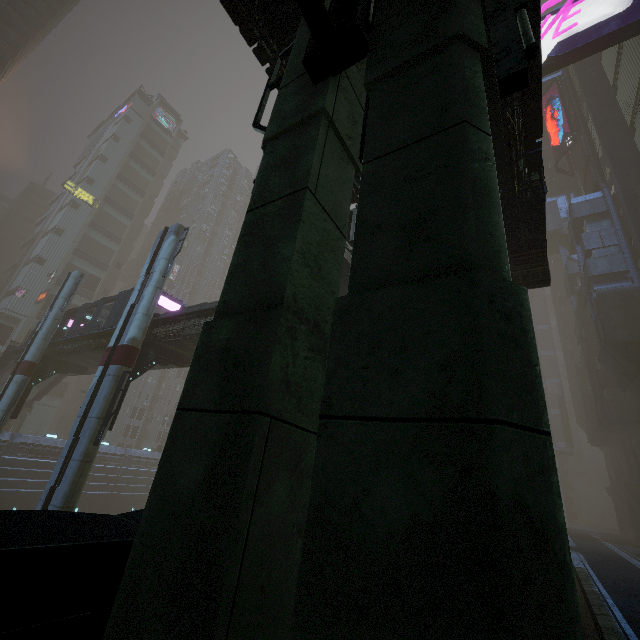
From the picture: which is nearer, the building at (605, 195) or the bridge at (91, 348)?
the bridge at (91, 348)

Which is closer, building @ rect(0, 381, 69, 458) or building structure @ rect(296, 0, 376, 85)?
building structure @ rect(296, 0, 376, 85)

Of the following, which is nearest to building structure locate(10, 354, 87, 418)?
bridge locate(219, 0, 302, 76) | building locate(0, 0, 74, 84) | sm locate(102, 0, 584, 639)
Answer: building locate(0, 0, 74, 84)

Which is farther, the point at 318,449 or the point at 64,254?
the point at 64,254

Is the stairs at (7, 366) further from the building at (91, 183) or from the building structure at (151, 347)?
the building structure at (151, 347)

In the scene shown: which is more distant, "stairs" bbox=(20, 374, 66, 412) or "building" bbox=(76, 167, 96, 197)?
"building" bbox=(76, 167, 96, 197)

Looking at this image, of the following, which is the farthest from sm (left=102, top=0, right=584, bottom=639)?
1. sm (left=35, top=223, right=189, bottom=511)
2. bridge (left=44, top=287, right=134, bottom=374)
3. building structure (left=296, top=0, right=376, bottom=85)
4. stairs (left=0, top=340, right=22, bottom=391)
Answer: stairs (left=0, top=340, right=22, bottom=391)

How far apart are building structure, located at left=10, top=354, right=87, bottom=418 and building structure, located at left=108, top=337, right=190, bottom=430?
13.3m
